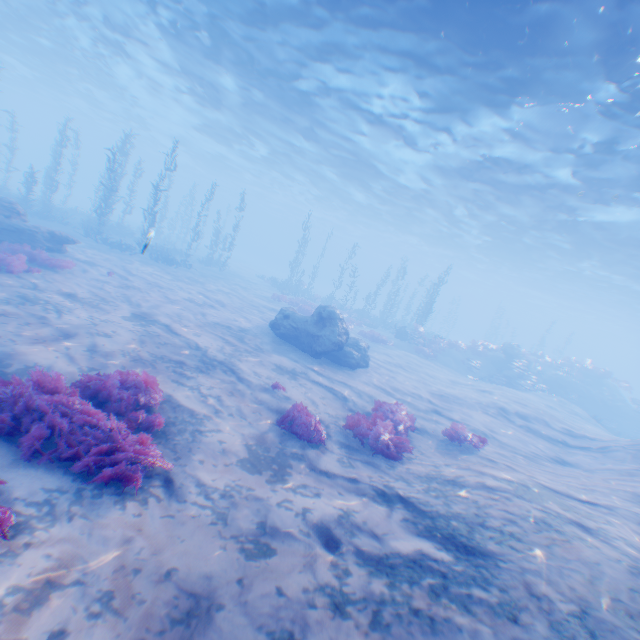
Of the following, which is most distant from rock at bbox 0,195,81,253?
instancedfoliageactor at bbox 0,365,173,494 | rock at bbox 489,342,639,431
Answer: rock at bbox 489,342,639,431

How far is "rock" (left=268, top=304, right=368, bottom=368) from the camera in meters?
14.5

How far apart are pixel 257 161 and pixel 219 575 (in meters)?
41.44

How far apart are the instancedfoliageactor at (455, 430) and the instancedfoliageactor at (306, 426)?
4.14m

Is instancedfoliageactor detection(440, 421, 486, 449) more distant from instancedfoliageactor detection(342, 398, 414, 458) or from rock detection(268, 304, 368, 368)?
rock detection(268, 304, 368, 368)

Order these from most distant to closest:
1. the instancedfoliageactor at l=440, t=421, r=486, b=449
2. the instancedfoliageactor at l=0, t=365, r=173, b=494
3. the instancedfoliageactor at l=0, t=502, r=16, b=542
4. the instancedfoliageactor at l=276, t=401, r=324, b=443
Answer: the instancedfoliageactor at l=440, t=421, r=486, b=449 → the instancedfoliageactor at l=276, t=401, r=324, b=443 → the instancedfoliageactor at l=0, t=365, r=173, b=494 → the instancedfoliageactor at l=0, t=502, r=16, b=542

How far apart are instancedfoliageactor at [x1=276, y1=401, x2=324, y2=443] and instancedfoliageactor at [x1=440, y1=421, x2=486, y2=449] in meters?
4.1 m

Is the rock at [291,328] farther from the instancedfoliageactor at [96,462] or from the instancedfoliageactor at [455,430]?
the instancedfoliageactor at [455,430]
